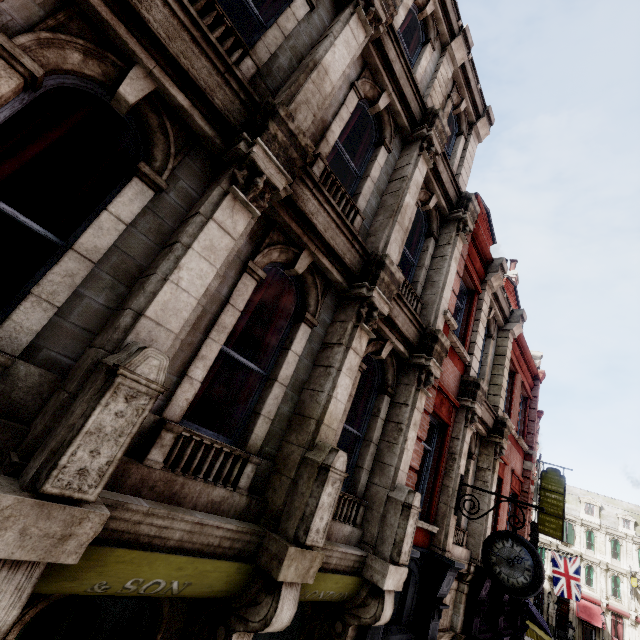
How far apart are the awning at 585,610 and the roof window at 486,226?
50.4m

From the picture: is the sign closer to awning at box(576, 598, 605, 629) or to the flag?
the flag

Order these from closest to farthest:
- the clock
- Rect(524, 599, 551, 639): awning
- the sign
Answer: the clock → Rect(524, 599, 551, 639): awning → the sign

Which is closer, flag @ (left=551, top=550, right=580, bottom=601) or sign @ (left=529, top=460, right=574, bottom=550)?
sign @ (left=529, top=460, right=574, bottom=550)

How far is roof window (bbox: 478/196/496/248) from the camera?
11.8m

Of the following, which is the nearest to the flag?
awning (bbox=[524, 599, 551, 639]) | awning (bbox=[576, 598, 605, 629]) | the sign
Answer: awning (bbox=[524, 599, 551, 639])

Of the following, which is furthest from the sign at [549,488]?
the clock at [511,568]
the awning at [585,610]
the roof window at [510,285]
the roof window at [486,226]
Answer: the awning at [585,610]

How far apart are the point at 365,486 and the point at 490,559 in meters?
3.2 m
